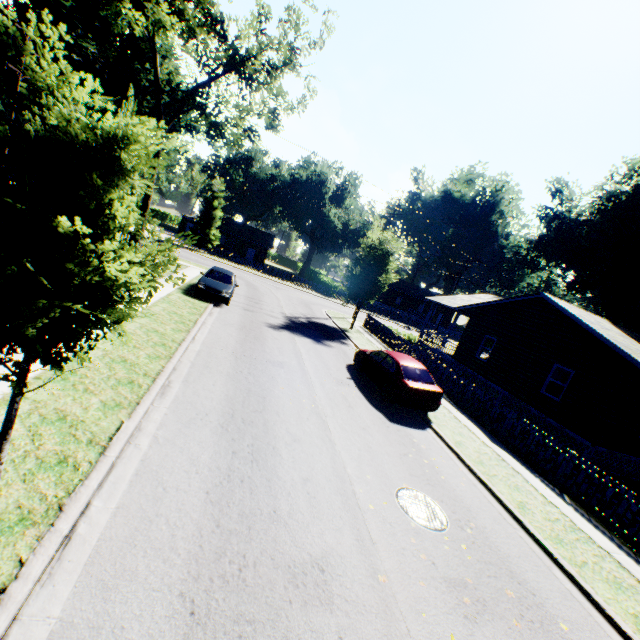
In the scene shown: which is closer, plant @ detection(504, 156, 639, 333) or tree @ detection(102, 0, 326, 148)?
tree @ detection(102, 0, 326, 148)

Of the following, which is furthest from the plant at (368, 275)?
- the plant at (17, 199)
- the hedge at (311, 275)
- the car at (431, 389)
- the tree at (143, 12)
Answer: the hedge at (311, 275)

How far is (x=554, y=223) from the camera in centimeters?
3934cm

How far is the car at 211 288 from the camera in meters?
16.8 m

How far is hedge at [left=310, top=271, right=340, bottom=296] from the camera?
44.6 meters

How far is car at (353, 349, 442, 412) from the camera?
11.6 meters

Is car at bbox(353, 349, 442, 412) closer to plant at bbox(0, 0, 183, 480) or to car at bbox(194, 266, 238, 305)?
car at bbox(194, 266, 238, 305)

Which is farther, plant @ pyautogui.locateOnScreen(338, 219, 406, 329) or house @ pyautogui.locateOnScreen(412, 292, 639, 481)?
plant @ pyautogui.locateOnScreen(338, 219, 406, 329)
